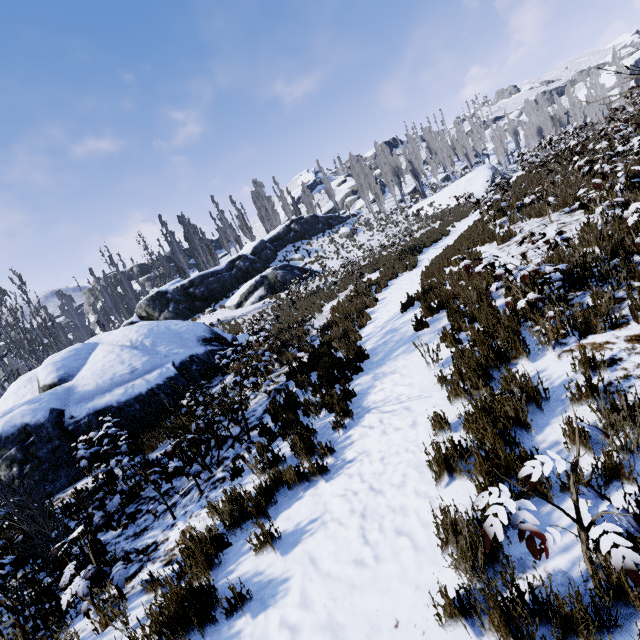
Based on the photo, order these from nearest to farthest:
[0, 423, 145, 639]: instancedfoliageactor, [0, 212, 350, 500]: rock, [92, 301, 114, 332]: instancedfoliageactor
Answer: [0, 423, 145, 639]: instancedfoliageactor < [0, 212, 350, 500]: rock < [92, 301, 114, 332]: instancedfoliageactor

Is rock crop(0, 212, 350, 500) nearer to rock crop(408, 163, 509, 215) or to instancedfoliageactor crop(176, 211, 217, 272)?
instancedfoliageactor crop(176, 211, 217, 272)

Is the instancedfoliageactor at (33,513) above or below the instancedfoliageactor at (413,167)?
below

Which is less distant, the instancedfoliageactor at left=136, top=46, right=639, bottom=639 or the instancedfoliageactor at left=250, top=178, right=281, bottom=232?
the instancedfoliageactor at left=136, top=46, right=639, bottom=639

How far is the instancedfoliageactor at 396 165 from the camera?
45.34m

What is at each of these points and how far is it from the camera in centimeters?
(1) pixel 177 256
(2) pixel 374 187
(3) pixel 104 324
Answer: (1) instancedfoliageactor, 3850cm
(2) instancedfoliageactor, 5525cm
(3) instancedfoliageactor, 4206cm

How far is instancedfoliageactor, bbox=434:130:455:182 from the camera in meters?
57.6 m
